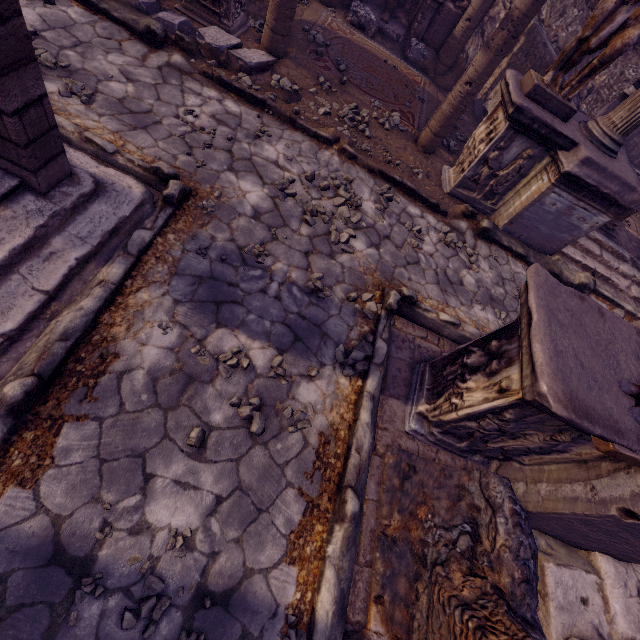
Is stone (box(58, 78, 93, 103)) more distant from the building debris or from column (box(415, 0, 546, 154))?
the building debris

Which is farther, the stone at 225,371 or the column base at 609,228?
the column base at 609,228

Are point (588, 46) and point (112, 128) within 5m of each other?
no

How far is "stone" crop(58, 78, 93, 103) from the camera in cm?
352

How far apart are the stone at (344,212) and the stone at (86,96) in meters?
2.2 m

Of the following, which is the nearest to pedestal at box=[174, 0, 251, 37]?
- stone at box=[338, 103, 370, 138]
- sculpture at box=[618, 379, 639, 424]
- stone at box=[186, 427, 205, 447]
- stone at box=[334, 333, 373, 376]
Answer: stone at box=[338, 103, 370, 138]

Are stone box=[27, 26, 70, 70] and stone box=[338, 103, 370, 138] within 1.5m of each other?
no

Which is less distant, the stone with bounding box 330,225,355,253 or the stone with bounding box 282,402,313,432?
the stone with bounding box 282,402,313,432
